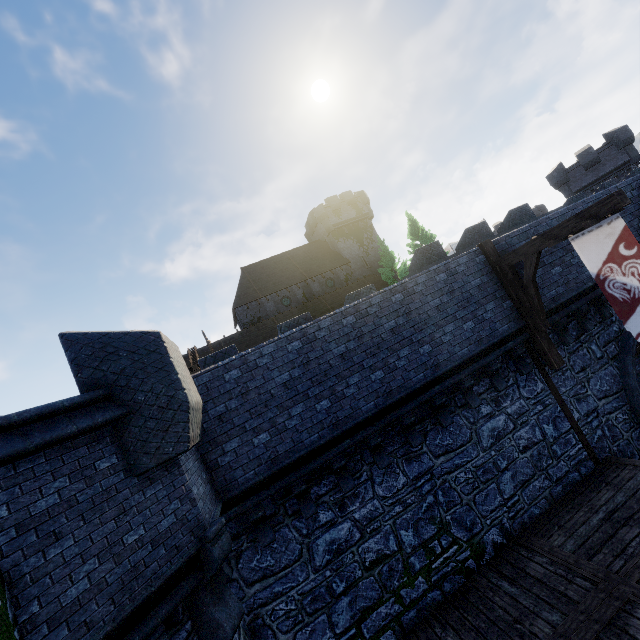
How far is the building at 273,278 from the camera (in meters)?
34.84

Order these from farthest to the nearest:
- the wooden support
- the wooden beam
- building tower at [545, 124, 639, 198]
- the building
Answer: the building < building tower at [545, 124, 639, 198] < the wooden support < the wooden beam

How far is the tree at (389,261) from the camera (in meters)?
33.43

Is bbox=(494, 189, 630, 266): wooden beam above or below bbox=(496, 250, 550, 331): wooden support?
above

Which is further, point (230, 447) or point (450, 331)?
point (450, 331)

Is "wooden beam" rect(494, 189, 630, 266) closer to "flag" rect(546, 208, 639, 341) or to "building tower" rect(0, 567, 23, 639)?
"flag" rect(546, 208, 639, 341)

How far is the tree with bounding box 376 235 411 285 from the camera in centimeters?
3343cm
